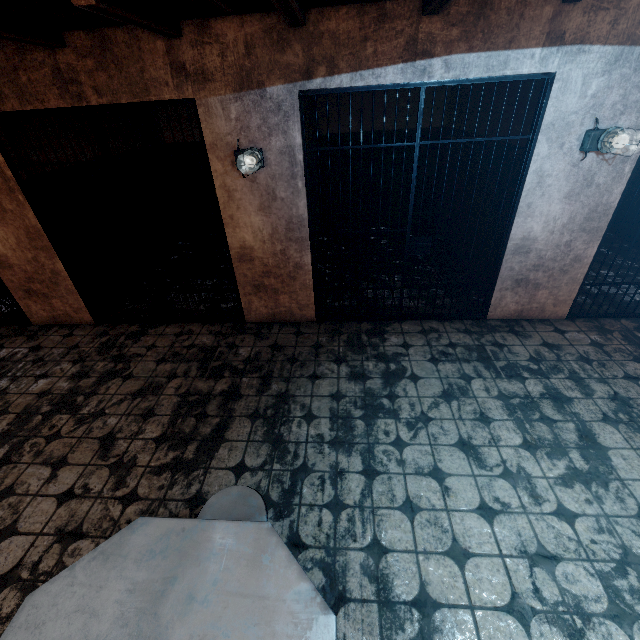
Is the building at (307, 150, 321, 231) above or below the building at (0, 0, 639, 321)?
above

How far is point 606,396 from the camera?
2.9 meters

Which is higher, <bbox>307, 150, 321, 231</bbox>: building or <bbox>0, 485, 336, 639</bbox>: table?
<bbox>307, 150, 321, 231</bbox>: building

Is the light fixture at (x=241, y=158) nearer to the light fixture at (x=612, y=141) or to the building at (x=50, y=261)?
the building at (x=50, y=261)

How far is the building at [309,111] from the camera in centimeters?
454cm

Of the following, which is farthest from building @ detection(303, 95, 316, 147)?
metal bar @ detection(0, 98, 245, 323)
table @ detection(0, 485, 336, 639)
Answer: table @ detection(0, 485, 336, 639)

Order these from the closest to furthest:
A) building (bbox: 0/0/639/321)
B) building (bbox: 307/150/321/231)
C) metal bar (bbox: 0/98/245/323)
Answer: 1. building (bbox: 0/0/639/321)
2. metal bar (bbox: 0/98/245/323)
3. building (bbox: 307/150/321/231)

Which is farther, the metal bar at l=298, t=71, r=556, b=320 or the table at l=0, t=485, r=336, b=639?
the metal bar at l=298, t=71, r=556, b=320
